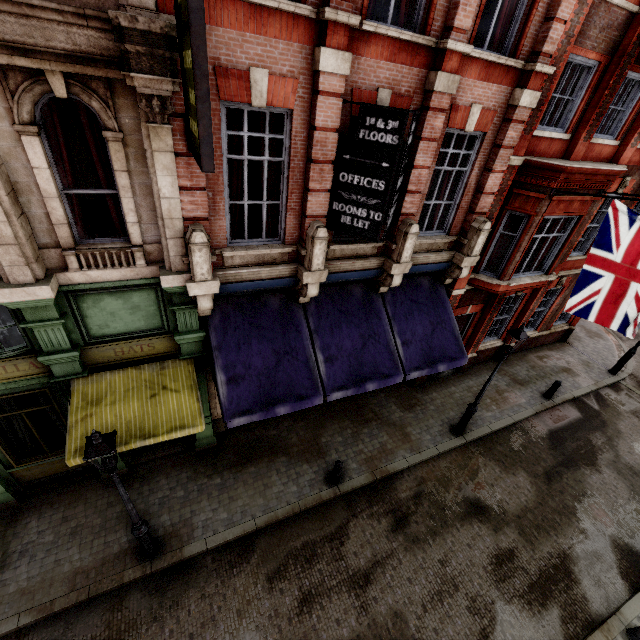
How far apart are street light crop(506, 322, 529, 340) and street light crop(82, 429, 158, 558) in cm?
957

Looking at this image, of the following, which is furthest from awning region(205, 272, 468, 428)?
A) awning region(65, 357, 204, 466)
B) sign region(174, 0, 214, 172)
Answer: sign region(174, 0, 214, 172)

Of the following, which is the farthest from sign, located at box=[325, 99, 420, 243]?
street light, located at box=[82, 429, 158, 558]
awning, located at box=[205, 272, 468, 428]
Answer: street light, located at box=[82, 429, 158, 558]

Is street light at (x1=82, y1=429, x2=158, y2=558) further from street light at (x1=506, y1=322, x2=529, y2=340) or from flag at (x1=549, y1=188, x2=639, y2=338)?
flag at (x1=549, y1=188, x2=639, y2=338)

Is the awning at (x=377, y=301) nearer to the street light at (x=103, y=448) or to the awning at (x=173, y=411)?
the awning at (x=173, y=411)

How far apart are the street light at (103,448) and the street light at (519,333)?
9.6m

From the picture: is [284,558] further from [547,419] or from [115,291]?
[547,419]

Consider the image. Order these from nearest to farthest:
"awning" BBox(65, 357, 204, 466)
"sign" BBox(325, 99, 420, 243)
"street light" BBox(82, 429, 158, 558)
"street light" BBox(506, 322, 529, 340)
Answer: "street light" BBox(82, 429, 158, 558) < "sign" BBox(325, 99, 420, 243) < "awning" BBox(65, 357, 204, 466) < "street light" BBox(506, 322, 529, 340)
